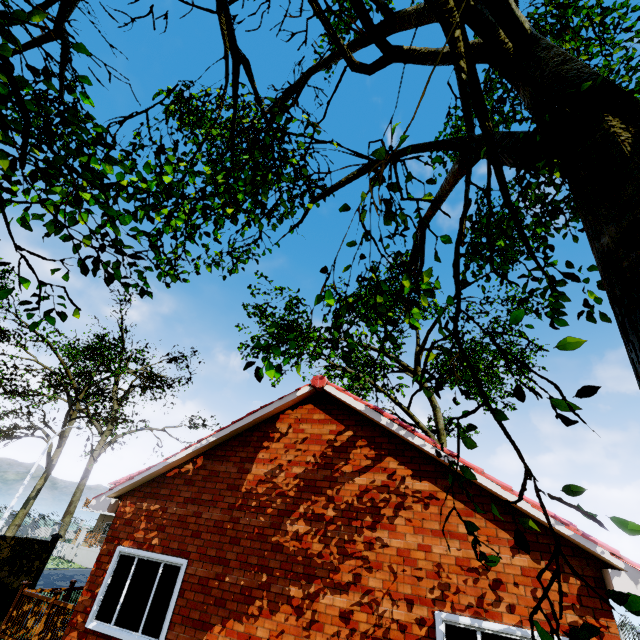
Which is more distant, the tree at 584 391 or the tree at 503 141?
the tree at 503 141

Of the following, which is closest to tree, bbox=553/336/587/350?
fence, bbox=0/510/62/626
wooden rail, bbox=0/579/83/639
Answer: fence, bbox=0/510/62/626

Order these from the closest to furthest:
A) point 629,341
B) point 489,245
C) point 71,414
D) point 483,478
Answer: point 629,341 < point 489,245 < point 483,478 < point 71,414

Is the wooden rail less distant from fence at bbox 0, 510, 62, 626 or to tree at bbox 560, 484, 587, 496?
fence at bbox 0, 510, 62, 626

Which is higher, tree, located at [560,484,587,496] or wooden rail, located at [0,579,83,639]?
tree, located at [560,484,587,496]

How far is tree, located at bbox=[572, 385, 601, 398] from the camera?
1.5 meters
